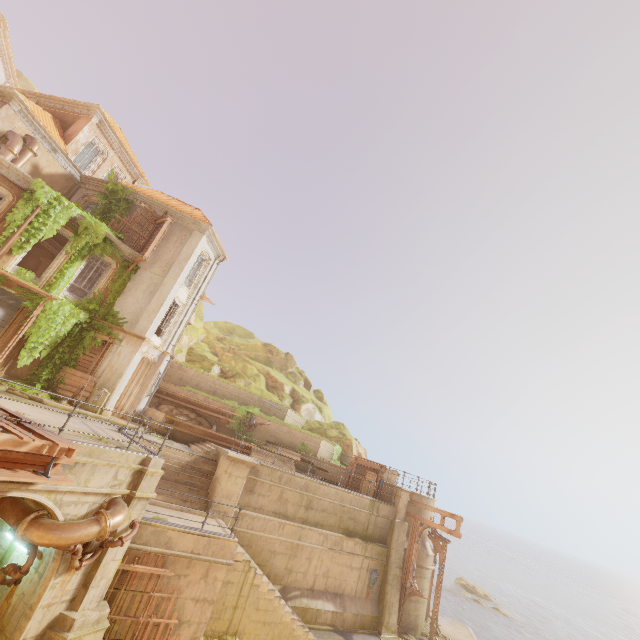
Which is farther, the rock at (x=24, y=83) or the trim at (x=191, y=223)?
the rock at (x=24, y=83)

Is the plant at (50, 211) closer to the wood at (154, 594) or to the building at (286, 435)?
the building at (286, 435)

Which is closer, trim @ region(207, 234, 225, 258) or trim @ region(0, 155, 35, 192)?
trim @ region(0, 155, 35, 192)

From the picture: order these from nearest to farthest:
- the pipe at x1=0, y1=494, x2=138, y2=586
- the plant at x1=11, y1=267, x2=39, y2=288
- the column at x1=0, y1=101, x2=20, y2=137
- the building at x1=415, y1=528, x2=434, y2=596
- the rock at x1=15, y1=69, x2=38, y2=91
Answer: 1. the pipe at x1=0, y1=494, x2=138, y2=586
2. the plant at x1=11, y1=267, x2=39, y2=288
3. the column at x1=0, y1=101, x2=20, y2=137
4. the building at x1=415, y1=528, x2=434, y2=596
5. the rock at x1=15, y1=69, x2=38, y2=91

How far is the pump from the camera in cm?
1642

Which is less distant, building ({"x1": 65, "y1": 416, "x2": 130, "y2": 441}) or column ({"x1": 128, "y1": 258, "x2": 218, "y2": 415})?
building ({"x1": 65, "y1": 416, "x2": 130, "y2": 441})

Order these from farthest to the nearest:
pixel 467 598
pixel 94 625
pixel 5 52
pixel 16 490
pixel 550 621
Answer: pixel 550 621 → pixel 467 598 → pixel 5 52 → pixel 94 625 → pixel 16 490

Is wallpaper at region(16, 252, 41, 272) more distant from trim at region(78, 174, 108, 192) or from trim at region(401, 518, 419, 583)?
trim at region(401, 518, 419, 583)
